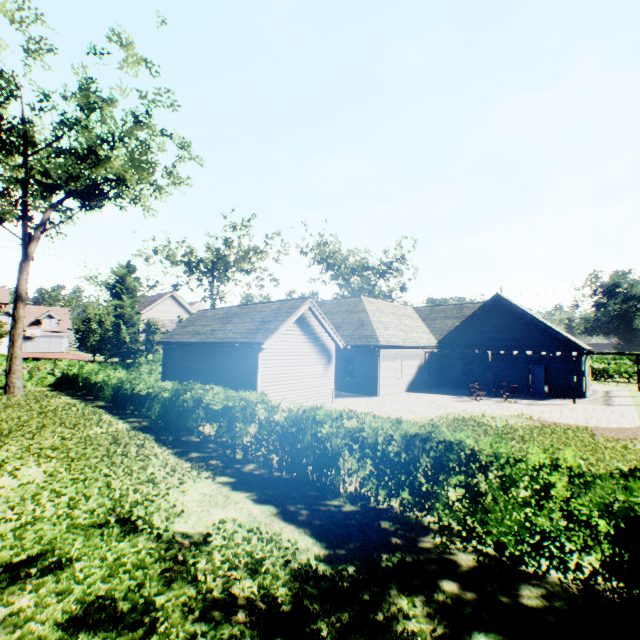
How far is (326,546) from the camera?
5.27m

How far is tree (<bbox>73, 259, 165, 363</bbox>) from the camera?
27.66m

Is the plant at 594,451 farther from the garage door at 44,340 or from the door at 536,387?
the garage door at 44,340

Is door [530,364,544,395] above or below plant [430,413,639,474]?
above

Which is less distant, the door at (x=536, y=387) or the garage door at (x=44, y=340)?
the door at (x=536, y=387)

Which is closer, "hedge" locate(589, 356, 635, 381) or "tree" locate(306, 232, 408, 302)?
"hedge" locate(589, 356, 635, 381)

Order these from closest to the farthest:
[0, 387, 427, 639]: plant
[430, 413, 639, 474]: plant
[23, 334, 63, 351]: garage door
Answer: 1. [0, 387, 427, 639]: plant
2. [430, 413, 639, 474]: plant
3. [23, 334, 63, 351]: garage door

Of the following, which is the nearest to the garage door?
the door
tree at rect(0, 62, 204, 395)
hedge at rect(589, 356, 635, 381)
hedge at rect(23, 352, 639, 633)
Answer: tree at rect(0, 62, 204, 395)
